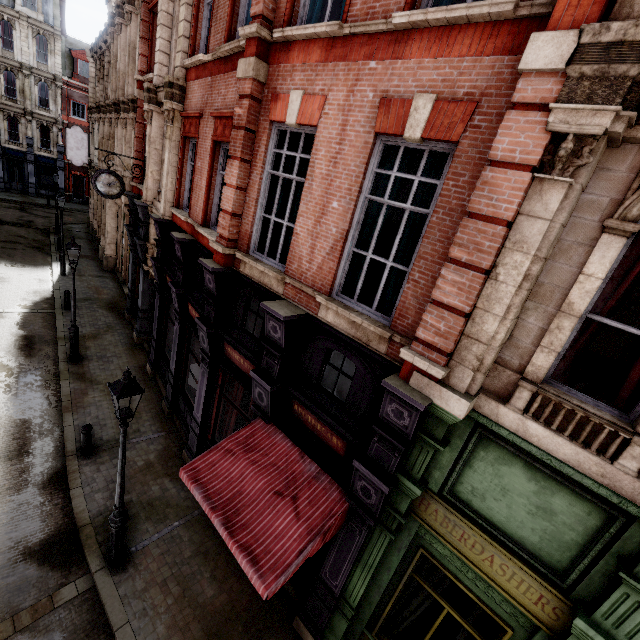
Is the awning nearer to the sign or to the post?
the post

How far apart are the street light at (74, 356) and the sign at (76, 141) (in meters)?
16.11

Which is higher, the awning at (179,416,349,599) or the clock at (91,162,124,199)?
the clock at (91,162,124,199)

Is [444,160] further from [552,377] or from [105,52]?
[105,52]

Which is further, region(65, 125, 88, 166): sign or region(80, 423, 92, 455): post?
region(65, 125, 88, 166): sign

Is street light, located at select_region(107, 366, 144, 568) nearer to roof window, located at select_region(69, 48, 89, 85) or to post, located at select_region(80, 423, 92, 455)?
post, located at select_region(80, 423, 92, 455)

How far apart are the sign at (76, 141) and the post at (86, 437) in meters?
21.7

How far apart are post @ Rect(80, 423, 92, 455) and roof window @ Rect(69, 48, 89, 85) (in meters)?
43.44
